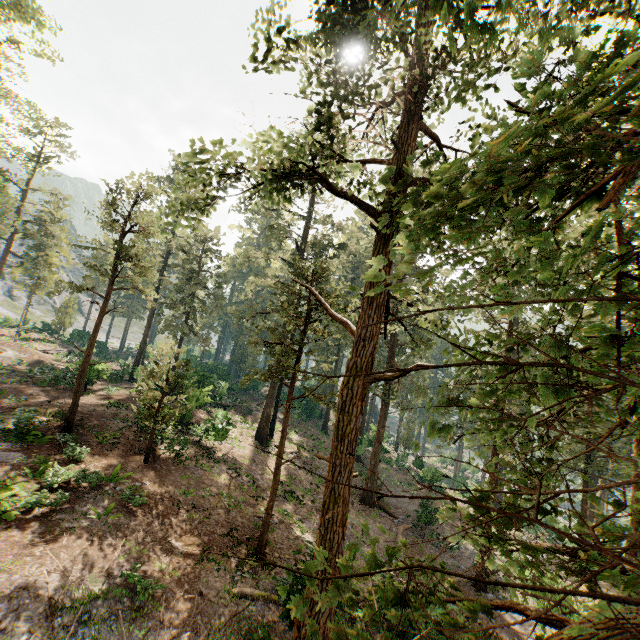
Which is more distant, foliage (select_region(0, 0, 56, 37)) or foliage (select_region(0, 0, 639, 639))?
foliage (select_region(0, 0, 56, 37))

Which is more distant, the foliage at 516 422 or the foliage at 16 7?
the foliage at 16 7

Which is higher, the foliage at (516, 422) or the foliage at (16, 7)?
the foliage at (16, 7)

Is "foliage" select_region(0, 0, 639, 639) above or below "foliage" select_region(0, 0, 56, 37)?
below

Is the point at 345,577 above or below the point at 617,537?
below
